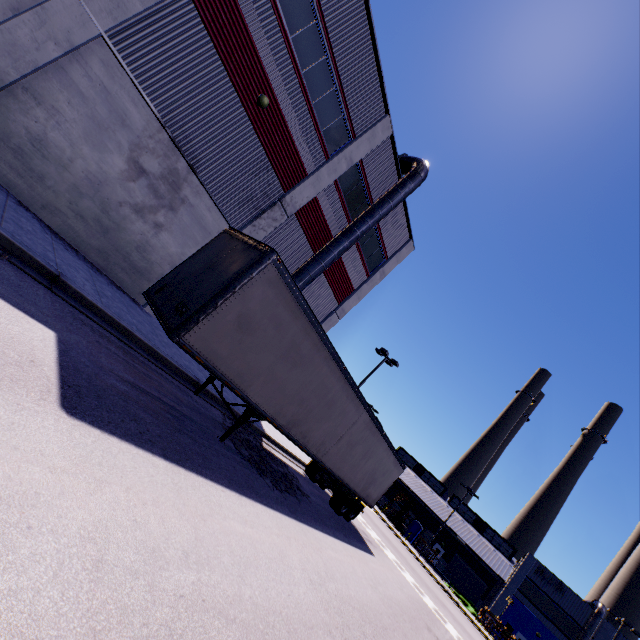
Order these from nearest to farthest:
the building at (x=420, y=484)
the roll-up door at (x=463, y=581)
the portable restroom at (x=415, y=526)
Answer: the roll-up door at (x=463, y=581), the portable restroom at (x=415, y=526), the building at (x=420, y=484)

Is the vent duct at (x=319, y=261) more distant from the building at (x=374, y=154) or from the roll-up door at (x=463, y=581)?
the roll-up door at (x=463, y=581)

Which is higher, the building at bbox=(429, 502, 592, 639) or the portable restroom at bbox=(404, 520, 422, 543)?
the building at bbox=(429, 502, 592, 639)

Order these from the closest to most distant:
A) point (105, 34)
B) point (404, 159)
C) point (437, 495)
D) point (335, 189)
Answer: point (105, 34) → point (335, 189) → point (404, 159) → point (437, 495)

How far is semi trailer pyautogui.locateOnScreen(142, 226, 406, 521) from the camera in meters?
6.9

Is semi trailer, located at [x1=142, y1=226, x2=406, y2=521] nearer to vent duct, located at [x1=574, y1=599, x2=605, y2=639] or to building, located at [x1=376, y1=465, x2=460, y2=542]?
building, located at [x1=376, y1=465, x2=460, y2=542]

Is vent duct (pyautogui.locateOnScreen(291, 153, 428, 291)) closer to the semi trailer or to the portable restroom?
the semi trailer

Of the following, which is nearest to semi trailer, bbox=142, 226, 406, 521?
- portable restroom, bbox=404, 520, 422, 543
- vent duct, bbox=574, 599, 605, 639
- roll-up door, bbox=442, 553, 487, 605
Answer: vent duct, bbox=574, 599, 605, 639
